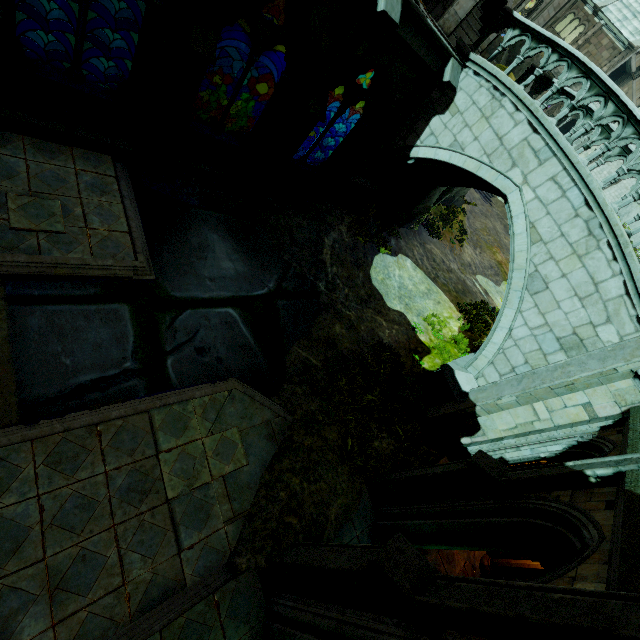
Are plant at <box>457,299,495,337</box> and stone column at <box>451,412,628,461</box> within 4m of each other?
no

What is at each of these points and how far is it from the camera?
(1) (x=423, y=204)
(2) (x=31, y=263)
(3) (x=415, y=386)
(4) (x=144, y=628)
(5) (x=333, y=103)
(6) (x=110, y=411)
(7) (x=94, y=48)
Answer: (1) rock, 14.02m
(2) trim, 5.76m
(3) plant, 9.72m
(4) trim, 4.54m
(5) rock, 15.50m
(6) trim, 5.52m
(7) rock, 14.86m

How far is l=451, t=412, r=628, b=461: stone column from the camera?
7.20m

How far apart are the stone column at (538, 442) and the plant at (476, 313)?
6.9 meters

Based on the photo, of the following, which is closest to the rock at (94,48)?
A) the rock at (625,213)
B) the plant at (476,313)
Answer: the rock at (625,213)

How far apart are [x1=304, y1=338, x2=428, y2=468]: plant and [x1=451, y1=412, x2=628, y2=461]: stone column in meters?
1.2 m

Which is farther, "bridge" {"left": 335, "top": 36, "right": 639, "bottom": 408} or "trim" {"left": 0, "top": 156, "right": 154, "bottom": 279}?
"bridge" {"left": 335, "top": 36, "right": 639, "bottom": 408}

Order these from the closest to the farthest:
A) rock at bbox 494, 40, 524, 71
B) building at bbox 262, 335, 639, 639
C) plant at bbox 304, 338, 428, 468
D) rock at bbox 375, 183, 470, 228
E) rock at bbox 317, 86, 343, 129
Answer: building at bbox 262, 335, 639, 639 → plant at bbox 304, 338, 428, 468 → rock at bbox 494, 40, 524, 71 → rock at bbox 375, 183, 470, 228 → rock at bbox 317, 86, 343, 129
